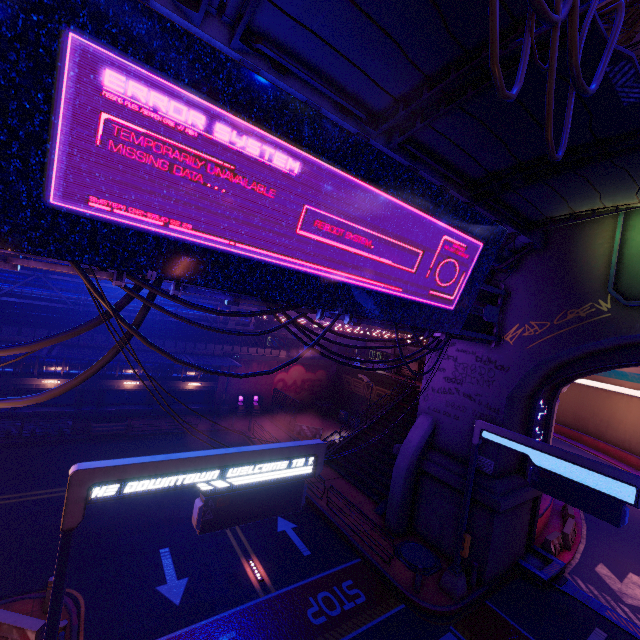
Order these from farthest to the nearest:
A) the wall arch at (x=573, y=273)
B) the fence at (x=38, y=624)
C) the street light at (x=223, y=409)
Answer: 1. the street light at (x=223, y=409)
2. the wall arch at (x=573, y=273)
3. the fence at (x=38, y=624)

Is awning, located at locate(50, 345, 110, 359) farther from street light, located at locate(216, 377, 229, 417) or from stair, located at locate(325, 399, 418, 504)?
stair, located at locate(325, 399, 418, 504)

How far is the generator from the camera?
35.38m

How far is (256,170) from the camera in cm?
680

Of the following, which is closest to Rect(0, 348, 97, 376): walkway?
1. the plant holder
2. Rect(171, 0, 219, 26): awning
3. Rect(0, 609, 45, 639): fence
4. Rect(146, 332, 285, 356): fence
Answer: Rect(146, 332, 285, 356): fence

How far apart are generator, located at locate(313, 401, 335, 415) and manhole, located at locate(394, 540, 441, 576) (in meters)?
19.40

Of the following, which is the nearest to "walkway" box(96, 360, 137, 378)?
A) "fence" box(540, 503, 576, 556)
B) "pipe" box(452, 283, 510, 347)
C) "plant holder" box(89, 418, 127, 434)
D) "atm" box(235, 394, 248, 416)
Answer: "atm" box(235, 394, 248, 416)

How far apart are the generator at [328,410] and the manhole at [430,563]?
Result: 19.4m
